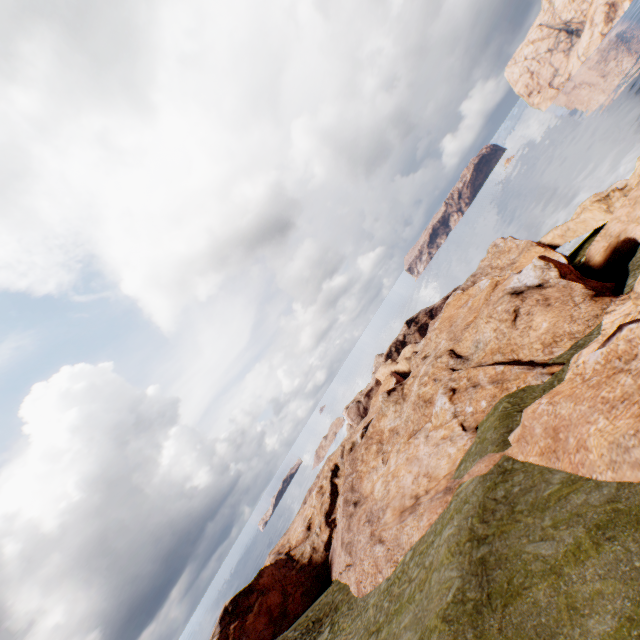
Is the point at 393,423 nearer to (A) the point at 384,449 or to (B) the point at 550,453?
(A) the point at 384,449
